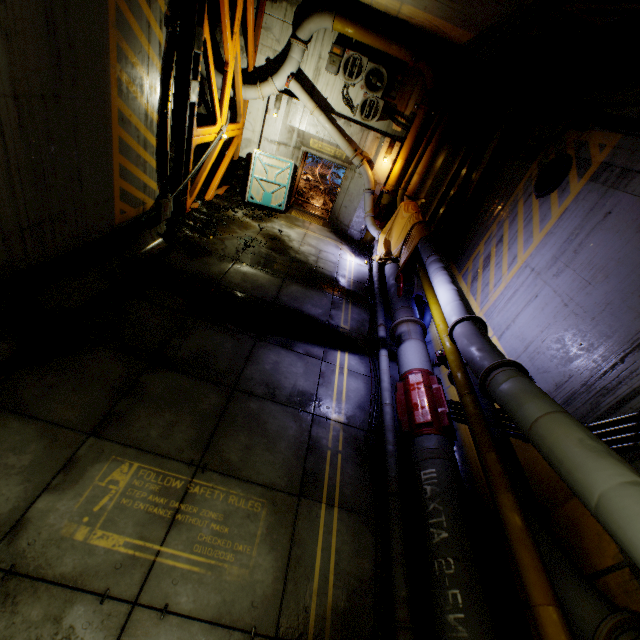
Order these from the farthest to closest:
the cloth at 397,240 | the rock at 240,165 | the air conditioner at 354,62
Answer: the air conditioner at 354,62 → the cloth at 397,240 → the rock at 240,165

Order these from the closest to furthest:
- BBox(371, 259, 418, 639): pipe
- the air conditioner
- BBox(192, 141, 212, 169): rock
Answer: BBox(371, 259, 418, 639): pipe, the air conditioner, BBox(192, 141, 212, 169): rock

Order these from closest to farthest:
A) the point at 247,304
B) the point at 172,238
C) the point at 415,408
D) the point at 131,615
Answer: the point at 131,615 → the point at 415,408 → the point at 247,304 → the point at 172,238

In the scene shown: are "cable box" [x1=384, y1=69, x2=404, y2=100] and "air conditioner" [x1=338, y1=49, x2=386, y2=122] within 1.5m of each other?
yes

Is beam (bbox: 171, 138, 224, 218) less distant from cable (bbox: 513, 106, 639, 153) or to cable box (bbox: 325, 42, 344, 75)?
cable box (bbox: 325, 42, 344, 75)

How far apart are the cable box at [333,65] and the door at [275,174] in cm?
314

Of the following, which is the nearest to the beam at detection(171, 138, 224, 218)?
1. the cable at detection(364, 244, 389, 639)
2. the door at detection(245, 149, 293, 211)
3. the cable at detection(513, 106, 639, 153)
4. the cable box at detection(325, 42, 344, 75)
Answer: the door at detection(245, 149, 293, 211)

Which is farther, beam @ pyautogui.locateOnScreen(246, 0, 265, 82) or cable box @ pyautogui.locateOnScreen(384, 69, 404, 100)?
cable box @ pyautogui.locateOnScreen(384, 69, 404, 100)
